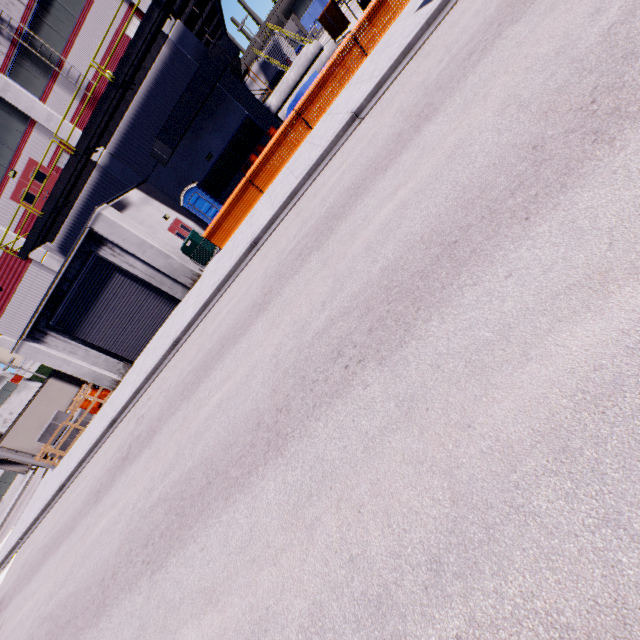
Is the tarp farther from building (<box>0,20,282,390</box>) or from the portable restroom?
the portable restroom

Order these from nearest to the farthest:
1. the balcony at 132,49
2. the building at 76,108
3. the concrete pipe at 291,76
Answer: the balcony at 132,49 → the building at 76,108 → the concrete pipe at 291,76

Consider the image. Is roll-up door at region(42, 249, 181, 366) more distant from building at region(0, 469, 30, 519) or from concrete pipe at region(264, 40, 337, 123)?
concrete pipe at region(264, 40, 337, 123)

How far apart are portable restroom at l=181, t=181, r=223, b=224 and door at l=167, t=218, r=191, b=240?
0.7 meters

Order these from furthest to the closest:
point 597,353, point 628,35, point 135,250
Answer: point 135,250, point 628,35, point 597,353

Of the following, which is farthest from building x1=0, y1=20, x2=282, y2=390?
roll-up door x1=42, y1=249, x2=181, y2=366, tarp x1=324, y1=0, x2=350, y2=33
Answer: tarp x1=324, y1=0, x2=350, y2=33

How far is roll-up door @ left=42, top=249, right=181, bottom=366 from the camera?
15.18m

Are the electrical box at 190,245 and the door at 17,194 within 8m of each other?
no
